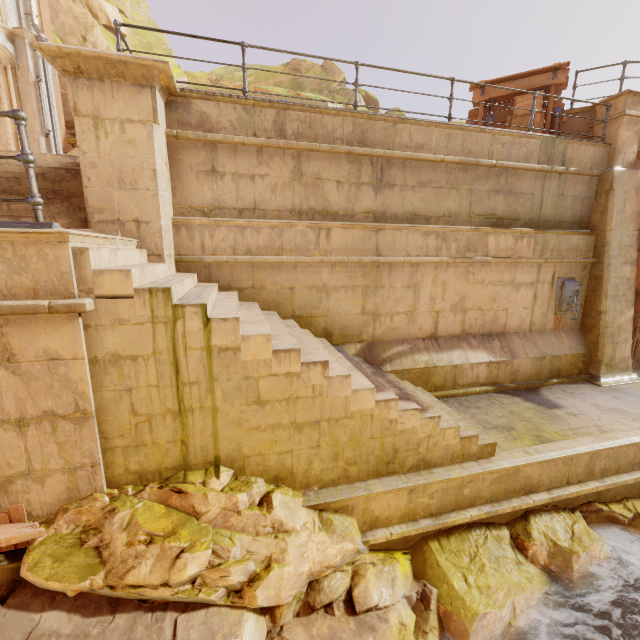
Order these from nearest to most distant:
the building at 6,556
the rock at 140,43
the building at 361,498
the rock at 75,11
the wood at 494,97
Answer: the building at 6,556 → the building at 361,498 → the wood at 494,97 → the rock at 75,11 → the rock at 140,43

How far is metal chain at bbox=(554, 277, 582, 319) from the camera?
7.90m

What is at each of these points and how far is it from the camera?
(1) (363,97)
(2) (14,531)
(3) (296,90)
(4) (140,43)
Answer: (1) rock, 25.12m
(2) wood, 3.31m
(3) rock, 23.38m
(4) rock, 20.45m

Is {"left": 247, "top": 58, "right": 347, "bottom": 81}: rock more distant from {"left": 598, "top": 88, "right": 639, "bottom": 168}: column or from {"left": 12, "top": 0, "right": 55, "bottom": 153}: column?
{"left": 598, "top": 88, "right": 639, "bottom": 168}: column

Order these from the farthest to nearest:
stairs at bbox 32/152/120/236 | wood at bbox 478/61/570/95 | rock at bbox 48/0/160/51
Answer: rock at bbox 48/0/160/51 → wood at bbox 478/61/570/95 → stairs at bbox 32/152/120/236

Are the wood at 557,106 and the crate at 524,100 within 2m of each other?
yes

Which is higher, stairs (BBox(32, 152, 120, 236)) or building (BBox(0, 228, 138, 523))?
stairs (BBox(32, 152, 120, 236))

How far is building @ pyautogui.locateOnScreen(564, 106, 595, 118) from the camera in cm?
841
